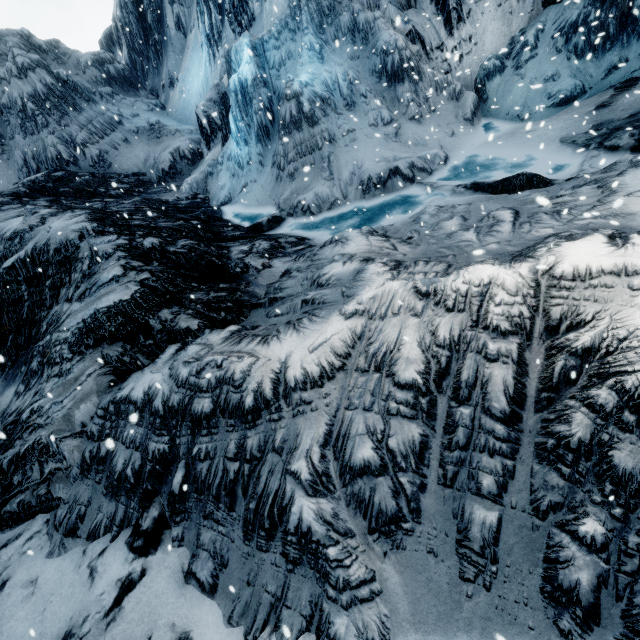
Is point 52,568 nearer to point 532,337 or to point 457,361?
point 457,361
